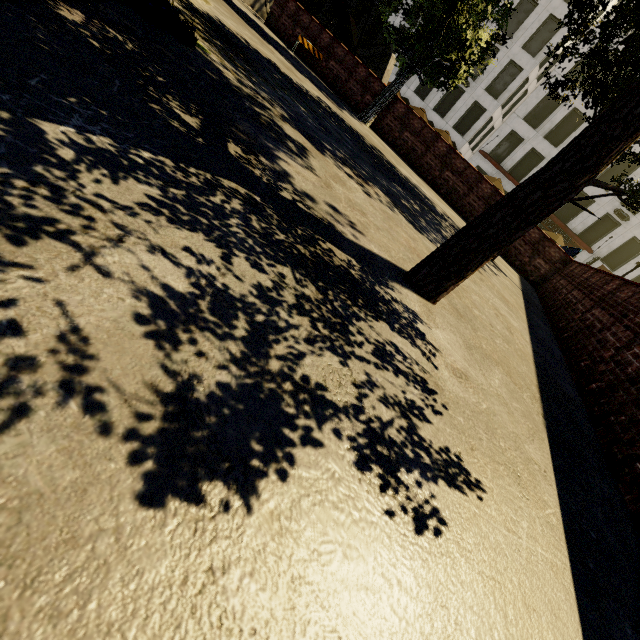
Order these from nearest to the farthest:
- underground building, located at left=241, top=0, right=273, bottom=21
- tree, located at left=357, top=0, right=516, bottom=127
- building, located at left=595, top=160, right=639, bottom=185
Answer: tree, located at left=357, top=0, right=516, bottom=127, underground building, located at left=241, top=0, right=273, bottom=21, building, located at left=595, top=160, right=639, bottom=185

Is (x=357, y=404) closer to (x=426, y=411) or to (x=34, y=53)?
(x=426, y=411)

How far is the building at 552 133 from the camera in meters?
29.0

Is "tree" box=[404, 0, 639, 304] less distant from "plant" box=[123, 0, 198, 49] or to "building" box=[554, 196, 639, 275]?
"plant" box=[123, 0, 198, 49]

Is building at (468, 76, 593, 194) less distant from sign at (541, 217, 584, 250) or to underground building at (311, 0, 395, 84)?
sign at (541, 217, 584, 250)

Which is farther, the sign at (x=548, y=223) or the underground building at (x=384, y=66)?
the sign at (x=548, y=223)

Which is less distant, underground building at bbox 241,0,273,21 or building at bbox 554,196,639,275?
underground building at bbox 241,0,273,21

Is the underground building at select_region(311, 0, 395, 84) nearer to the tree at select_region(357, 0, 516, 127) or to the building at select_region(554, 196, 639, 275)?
the tree at select_region(357, 0, 516, 127)
